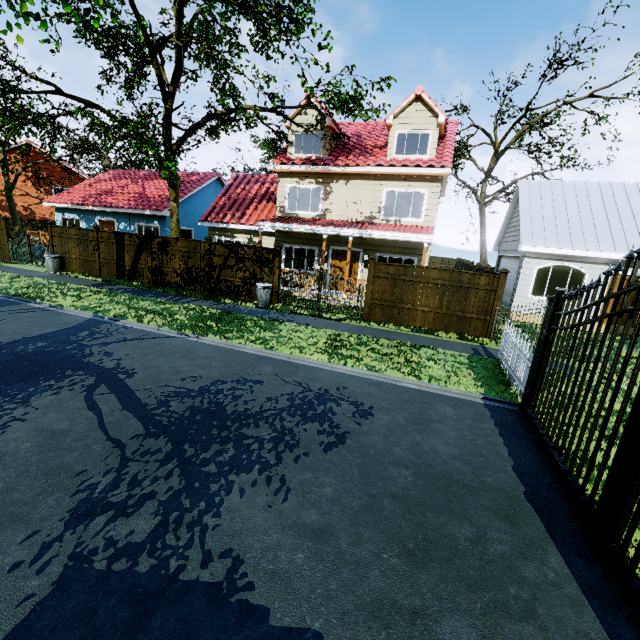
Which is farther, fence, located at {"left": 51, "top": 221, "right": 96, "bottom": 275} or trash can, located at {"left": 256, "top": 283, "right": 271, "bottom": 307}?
fence, located at {"left": 51, "top": 221, "right": 96, "bottom": 275}

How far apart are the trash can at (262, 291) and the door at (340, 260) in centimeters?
425cm

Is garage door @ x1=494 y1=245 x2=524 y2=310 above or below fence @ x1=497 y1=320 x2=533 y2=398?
above

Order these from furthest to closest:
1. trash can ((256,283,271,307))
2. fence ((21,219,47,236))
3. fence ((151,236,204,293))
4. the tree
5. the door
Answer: fence ((21,219,47,236)) → the door → fence ((151,236,204,293)) → trash can ((256,283,271,307)) → the tree

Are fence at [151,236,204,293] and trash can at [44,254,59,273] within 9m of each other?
yes

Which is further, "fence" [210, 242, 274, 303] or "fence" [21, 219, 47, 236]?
"fence" [21, 219, 47, 236]

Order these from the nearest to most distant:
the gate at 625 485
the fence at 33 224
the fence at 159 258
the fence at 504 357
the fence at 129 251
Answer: the gate at 625 485
the fence at 504 357
the fence at 159 258
the fence at 129 251
the fence at 33 224

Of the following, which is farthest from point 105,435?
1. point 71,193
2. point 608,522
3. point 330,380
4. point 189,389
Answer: point 71,193
